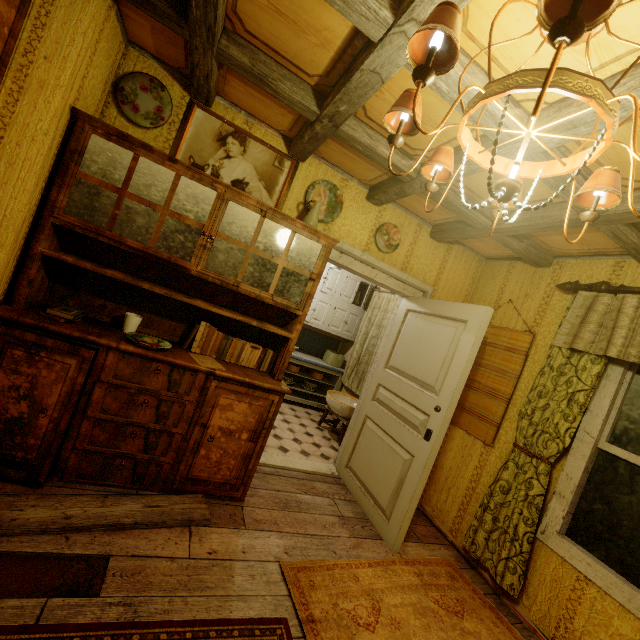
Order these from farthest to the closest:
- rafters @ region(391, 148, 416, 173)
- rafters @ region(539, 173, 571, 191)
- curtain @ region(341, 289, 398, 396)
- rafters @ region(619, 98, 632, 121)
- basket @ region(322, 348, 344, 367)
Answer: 1. basket @ region(322, 348, 344, 367)
2. curtain @ region(341, 289, 398, 396)
3. rafters @ region(391, 148, 416, 173)
4. rafters @ region(539, 173, 571, 191)
5. rafters @ region(619, 98, 632, 121)

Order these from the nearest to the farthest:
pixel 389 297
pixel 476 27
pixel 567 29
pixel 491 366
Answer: pixel 567 29
pixel 476 27
pixel 491 366
pixel 389 297

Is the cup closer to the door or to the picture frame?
the picture frame

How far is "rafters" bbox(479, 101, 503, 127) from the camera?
1.5 meters

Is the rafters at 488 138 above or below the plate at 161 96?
above

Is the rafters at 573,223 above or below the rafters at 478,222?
below

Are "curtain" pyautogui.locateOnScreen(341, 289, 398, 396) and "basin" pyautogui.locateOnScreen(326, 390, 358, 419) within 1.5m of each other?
yes

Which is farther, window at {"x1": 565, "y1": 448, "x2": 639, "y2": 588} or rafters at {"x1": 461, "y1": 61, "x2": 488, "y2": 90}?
window at {"x1": 565, "y1": 448, "x2": 639, "y2": 588}
